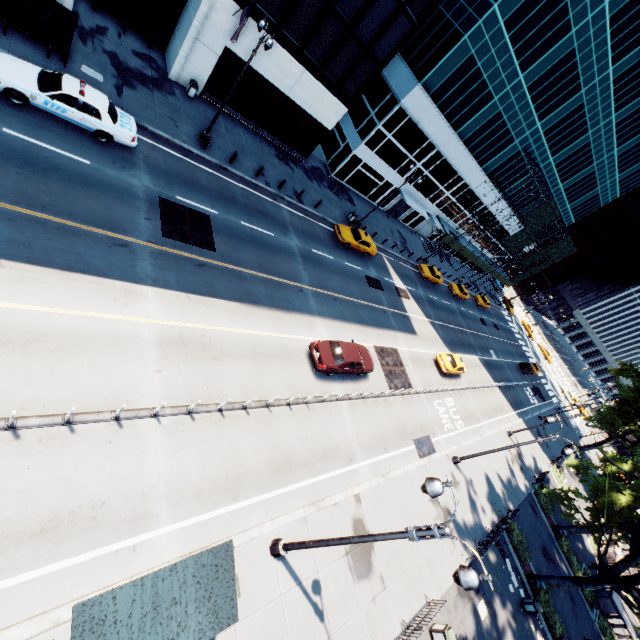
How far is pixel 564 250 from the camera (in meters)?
58.34

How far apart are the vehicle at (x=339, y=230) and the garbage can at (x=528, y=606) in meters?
27.3 m

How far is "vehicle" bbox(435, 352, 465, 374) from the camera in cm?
2886

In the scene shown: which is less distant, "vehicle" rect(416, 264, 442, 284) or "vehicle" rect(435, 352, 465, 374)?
"vehicle" rect(435, 352, 465, 374)

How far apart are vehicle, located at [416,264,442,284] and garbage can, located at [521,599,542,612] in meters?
29.3

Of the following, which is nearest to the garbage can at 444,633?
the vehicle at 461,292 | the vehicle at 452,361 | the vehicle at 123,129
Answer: the vehicle at 452,361

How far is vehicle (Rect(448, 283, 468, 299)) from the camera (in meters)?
44.54

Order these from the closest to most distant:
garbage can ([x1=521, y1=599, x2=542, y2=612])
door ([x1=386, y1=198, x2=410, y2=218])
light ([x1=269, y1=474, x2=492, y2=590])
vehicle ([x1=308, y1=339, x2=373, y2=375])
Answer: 1. light ([x1=269, y1=474, x2=492, y2=590])
2. vehicle ([x1=308, y1=339, x2=373, y2=375])
3. garbage can ([x1=521, y1=599, x2=542, y2=612])
4. door ([x1=386, y1=198, x2=410, y2=218])
